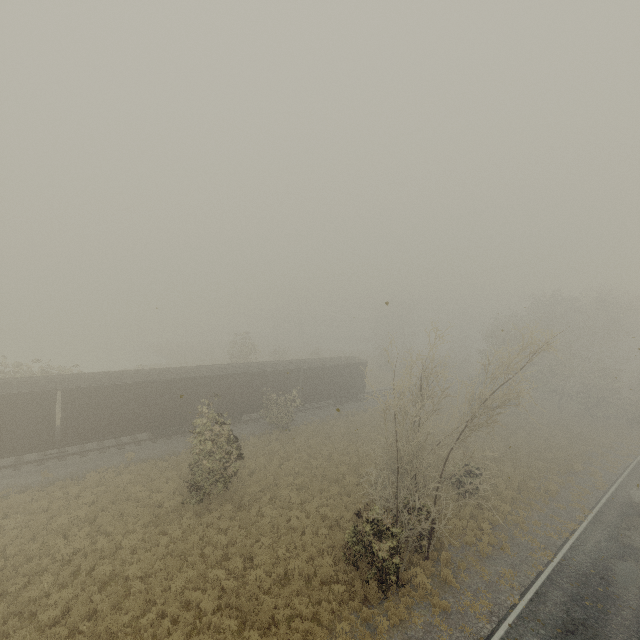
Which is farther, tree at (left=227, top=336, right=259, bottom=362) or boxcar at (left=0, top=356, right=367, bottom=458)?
tree at (left=227, top=336, right=259, bottom=362)

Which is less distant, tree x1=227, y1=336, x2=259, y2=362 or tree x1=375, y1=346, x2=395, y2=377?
tree x1=375, y1=346, x2=395, y2=377

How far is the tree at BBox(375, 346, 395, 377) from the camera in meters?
14.2 m

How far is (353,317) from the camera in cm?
1300

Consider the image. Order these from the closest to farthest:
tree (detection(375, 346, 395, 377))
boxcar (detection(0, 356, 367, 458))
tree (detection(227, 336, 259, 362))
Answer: tree (detection(375, 346, 395, 377)) → boxcar (detection(0, 356, 367, 458)) → tree (detection(227, 336, 259, 362))

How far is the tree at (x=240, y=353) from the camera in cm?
3988

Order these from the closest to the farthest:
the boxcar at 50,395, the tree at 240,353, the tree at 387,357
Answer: the tree at 387,357 < the boxcar at 50,395 < the tree at 240,353
